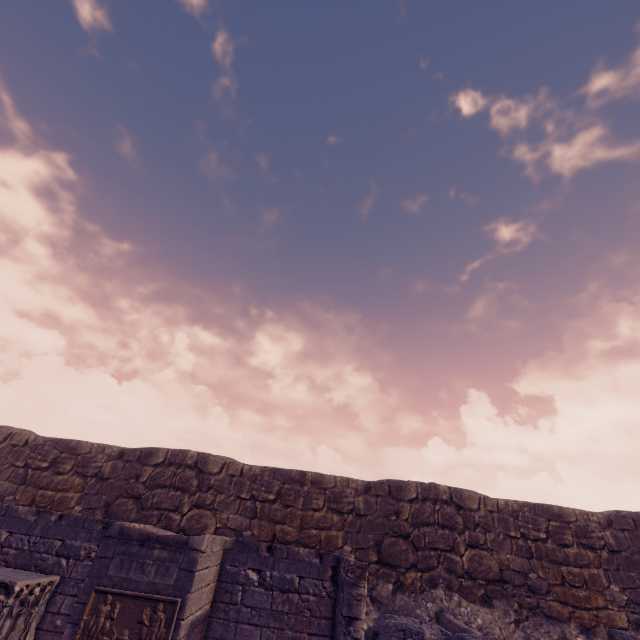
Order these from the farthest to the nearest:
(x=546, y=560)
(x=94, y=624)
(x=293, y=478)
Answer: (x=293, y=478), (x=546, y=560), (x=94, y=624)
